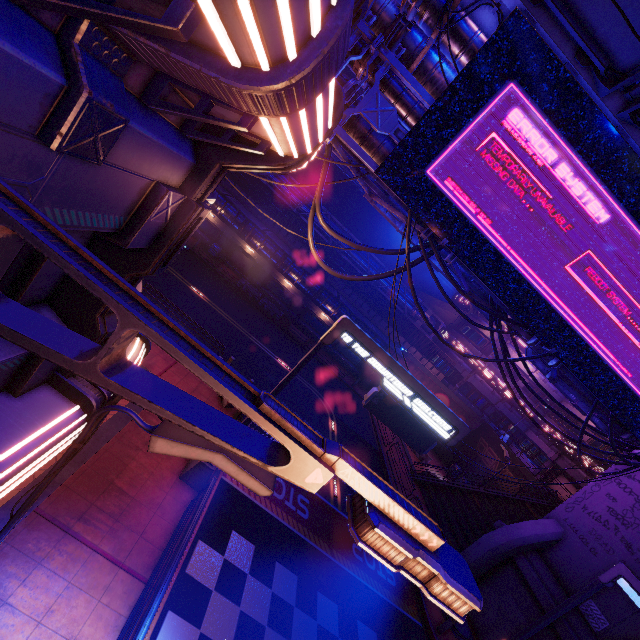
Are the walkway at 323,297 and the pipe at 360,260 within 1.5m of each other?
no

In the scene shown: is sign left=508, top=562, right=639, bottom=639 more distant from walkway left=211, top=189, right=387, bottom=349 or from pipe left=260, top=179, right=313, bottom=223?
walkway left=211, top=189, right=387, bottom=349

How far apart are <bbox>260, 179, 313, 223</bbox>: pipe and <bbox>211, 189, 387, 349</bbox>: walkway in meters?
2.8 m

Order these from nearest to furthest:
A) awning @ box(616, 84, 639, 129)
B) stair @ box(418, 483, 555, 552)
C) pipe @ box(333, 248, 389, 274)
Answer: awning @ box(616, 84, 639, 129) < stair @ box(418, 483, 555, 552) < pipe @ box(333, 248, 389, 274)

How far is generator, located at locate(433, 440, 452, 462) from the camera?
34.22m

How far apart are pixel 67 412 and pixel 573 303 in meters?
12.0

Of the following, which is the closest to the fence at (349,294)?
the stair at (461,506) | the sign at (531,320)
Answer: the stair at (461,506)

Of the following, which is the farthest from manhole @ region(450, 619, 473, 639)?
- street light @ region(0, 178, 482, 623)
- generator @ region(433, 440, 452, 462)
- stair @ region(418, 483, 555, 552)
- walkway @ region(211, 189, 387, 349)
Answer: walkway @ region(211, 189, 387, 349)
